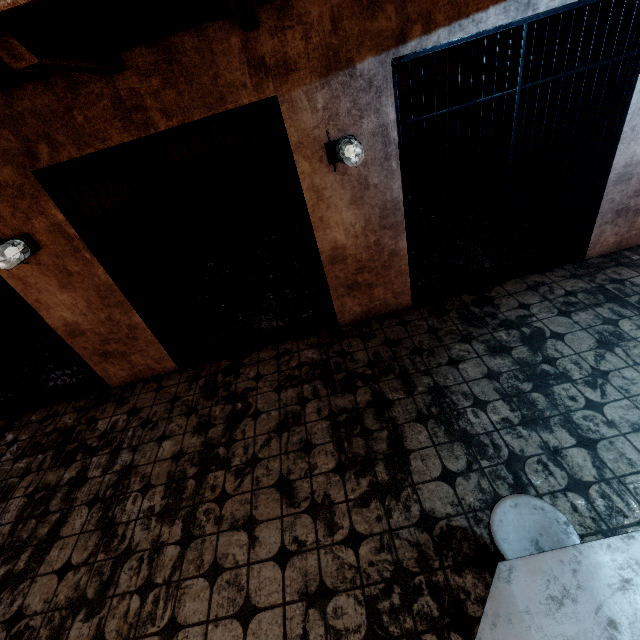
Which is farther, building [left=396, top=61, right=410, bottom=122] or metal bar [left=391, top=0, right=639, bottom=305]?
building [left=396, top=61, right=410, bottom=122]

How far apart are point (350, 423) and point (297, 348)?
1.2m

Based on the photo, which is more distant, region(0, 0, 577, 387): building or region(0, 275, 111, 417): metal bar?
region(0, 275, 111, 417): metal bar

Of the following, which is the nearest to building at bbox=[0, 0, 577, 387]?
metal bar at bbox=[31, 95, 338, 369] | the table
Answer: metal bar at bbox=[31, 95, 338, 369]

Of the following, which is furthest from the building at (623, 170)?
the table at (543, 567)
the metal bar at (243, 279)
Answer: the table at (543, 567)

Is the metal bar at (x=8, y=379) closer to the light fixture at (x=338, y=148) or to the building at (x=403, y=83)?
the building at (x=403, y=83)

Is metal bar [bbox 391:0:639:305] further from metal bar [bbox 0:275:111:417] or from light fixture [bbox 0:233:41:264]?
metal bar [bbox 0:275:111:417]
